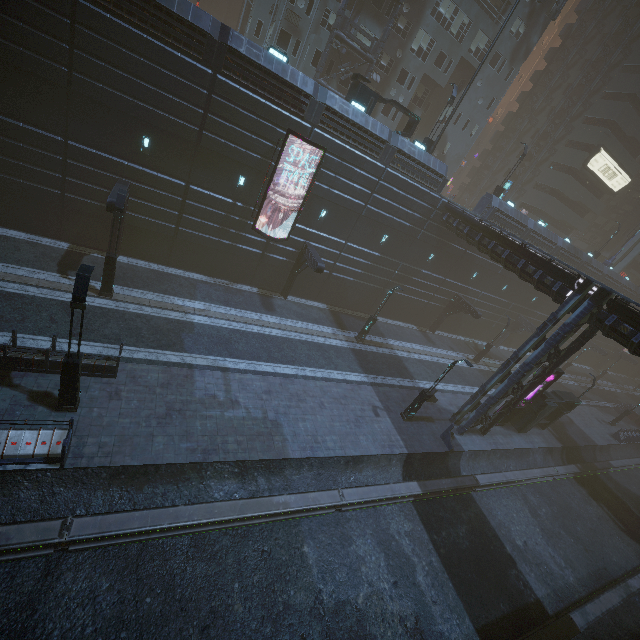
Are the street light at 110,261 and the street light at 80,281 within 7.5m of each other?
yes

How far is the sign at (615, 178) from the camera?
41.8m

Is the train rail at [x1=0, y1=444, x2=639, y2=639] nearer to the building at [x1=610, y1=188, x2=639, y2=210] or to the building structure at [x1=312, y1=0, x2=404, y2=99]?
the building at [x1=610, y1=188, x2=639, y2=210]

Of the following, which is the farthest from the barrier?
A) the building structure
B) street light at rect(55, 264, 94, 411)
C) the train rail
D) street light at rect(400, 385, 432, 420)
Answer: the building structure

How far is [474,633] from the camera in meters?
13.0

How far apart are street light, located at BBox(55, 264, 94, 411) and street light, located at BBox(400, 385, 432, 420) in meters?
16.7

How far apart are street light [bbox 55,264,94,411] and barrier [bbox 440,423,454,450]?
19.3 meters

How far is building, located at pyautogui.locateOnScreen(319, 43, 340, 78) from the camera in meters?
28.1
